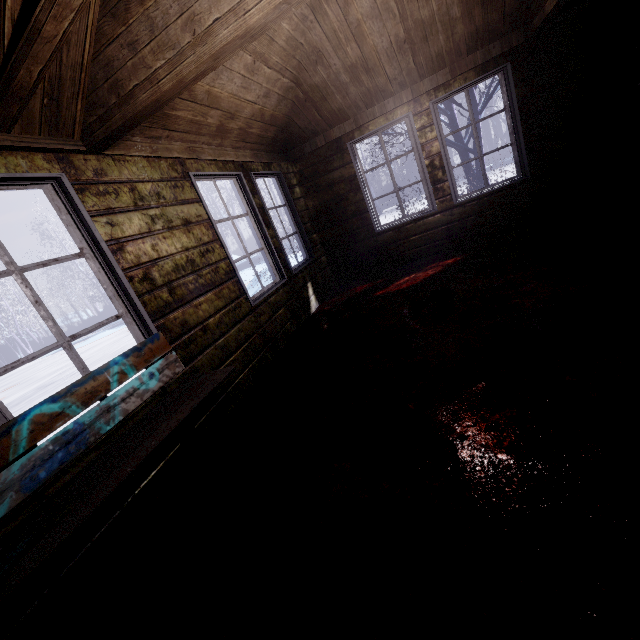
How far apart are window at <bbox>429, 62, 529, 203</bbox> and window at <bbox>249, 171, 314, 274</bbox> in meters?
2.1

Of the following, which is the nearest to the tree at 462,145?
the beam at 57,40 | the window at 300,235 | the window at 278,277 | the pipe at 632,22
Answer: the pipe at 632,22

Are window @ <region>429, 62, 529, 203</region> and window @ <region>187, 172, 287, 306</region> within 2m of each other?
no

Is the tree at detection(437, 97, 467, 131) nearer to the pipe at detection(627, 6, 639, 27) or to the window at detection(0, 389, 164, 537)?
the pipe at detection(627, 6, 639, 27)

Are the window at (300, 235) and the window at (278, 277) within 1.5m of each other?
yes

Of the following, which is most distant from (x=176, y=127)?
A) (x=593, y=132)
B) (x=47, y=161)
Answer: (x=593, y=132)

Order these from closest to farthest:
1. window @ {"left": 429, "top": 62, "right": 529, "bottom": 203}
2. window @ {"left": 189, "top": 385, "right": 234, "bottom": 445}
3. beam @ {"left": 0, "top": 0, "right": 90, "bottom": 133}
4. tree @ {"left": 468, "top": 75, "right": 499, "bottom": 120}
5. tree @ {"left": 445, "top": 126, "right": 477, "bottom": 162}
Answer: beam @ {"left": 0, "top": 0, "right": 90, "bottom": 133} → window @ {"left": 189, "top": 385, "right": 234, "bottom": 445} → window @ {"left": 429, "top": 62, "right": 529, "bottom": 203} → tree @ {"left": 468, "top": 75, "right": 499, "bottom": 120} → tree @ {"left": 445, "top": 126, "right": 477, "bottom": 162}

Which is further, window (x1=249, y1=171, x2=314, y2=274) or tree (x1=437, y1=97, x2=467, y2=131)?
tree (x1=437, y1=97, x2=467, y2=131)
